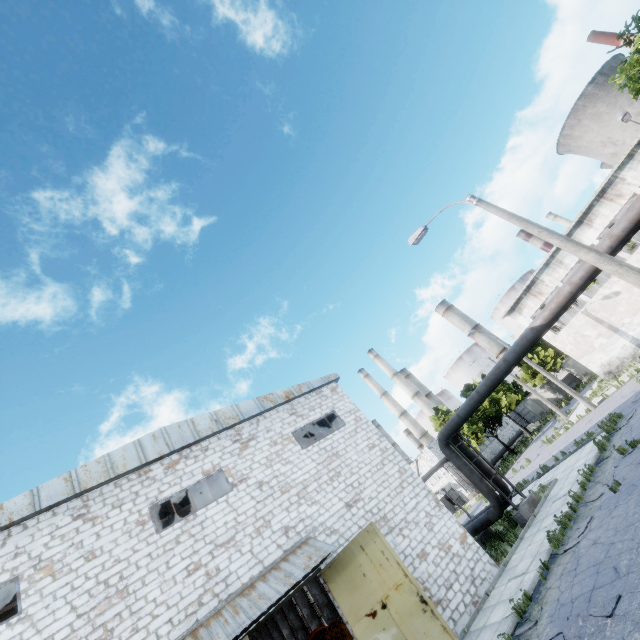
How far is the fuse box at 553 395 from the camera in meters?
47.1

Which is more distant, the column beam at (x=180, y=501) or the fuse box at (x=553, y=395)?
the fuse box at (x=553, y=395)

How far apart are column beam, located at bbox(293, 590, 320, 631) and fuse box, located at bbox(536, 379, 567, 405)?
41.9m

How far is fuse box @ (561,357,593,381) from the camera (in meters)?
43.91

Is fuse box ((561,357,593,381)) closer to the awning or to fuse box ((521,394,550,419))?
fuse box ((521,394,550,419))

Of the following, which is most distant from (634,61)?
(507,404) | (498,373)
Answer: (507,404)

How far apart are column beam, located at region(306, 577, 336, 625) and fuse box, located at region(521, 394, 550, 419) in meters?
41.6 m

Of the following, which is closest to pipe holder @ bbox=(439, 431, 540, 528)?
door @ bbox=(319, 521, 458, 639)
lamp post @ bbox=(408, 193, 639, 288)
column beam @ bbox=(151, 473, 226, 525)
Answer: column beam @ bbox=(151, 473, 226, 525)
